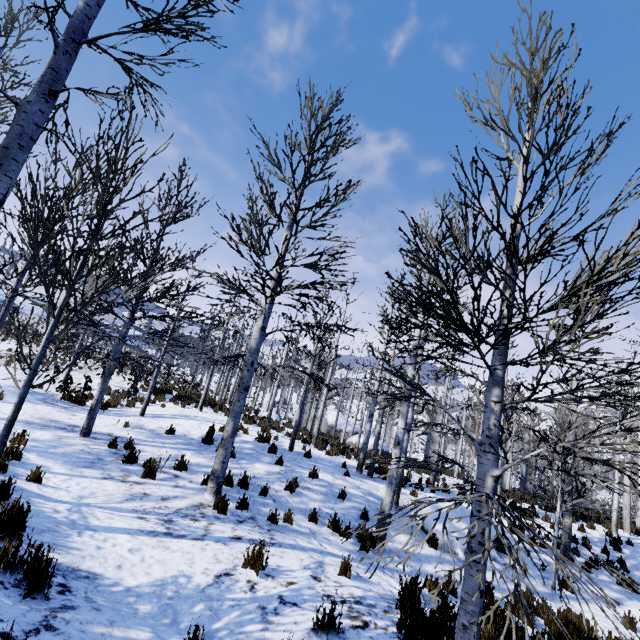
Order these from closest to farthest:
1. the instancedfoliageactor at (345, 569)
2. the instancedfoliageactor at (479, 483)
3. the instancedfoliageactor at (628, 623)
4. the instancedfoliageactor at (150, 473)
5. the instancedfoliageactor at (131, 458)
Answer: the instancedfoliageactor at (628, 623) → the instancedfoliageactor at (479, 483) → the instancedfoliageactor at (345, 569) → the instancedfoliageactor at (150, 473) → the instancedfoliageactor at (131, 458)

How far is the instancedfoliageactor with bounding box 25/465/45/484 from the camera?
5.30m

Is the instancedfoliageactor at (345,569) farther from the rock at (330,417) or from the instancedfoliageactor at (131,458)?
the rock at (330,417)

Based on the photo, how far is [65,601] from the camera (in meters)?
2.93

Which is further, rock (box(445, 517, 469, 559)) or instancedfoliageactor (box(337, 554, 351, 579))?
rock (box(445, 517, 469, 559))

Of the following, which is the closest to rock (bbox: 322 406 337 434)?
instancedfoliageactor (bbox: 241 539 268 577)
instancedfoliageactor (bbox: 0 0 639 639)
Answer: instancedfoliageactor (bbox: 0 0 639 639)

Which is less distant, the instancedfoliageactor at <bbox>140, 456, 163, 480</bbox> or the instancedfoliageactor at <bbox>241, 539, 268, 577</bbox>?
the instancedfoliageactor at <bbox>241, 539, 268, 577</bbox>

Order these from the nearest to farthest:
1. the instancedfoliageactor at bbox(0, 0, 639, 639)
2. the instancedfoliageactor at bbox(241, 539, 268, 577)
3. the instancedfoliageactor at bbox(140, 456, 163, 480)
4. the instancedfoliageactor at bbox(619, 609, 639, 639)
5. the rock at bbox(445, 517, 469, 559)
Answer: the instancedfoliageactor at bbox(619, 609, 639, 639)
the instancedfoliageactor at bbox(0, 0, 639, 639)
the instancedfoliageactor at bbox(241, 539, 268, 577)
the instancedfoliageactor at bbox(140, 456, 163, 480)
the rock at bbox(445, 517, 469, 559)
